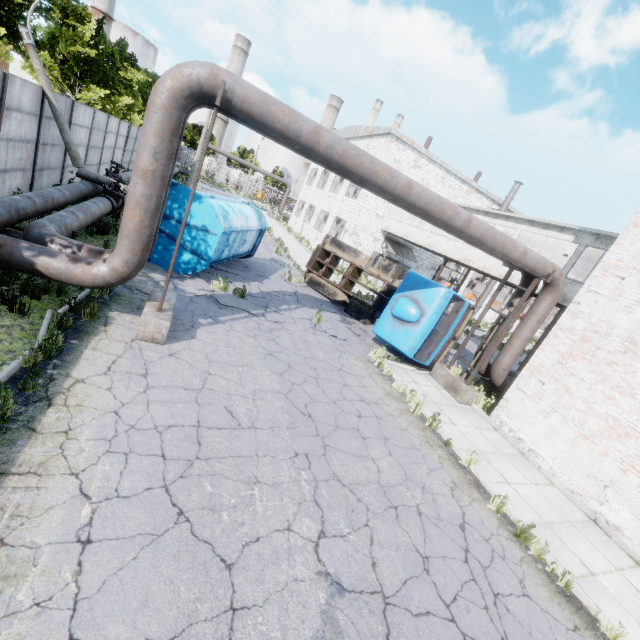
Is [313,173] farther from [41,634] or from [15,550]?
[41,634]

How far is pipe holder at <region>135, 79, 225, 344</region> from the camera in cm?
582

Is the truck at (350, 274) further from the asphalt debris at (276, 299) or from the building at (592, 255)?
the building at (592, 255)

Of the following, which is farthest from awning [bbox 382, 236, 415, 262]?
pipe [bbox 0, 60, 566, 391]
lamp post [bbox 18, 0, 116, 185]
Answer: lamp post [bbox 18, 0, 116, 185]

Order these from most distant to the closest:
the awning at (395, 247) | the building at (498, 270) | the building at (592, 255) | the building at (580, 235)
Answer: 1. the awning at (395, 247)
2. the building at (498, 270)
3. the building at (592, 255)
4. the building at (580, 235)

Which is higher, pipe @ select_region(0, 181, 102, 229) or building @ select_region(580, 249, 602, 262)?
building @ select_region(580, 249, 602, 262)

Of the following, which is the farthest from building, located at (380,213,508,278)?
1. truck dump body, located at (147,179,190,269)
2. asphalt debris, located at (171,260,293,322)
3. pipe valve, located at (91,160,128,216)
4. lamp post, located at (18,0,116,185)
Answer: pipe valve, located at (91,160,128,216)

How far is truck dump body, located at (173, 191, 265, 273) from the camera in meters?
10.4
